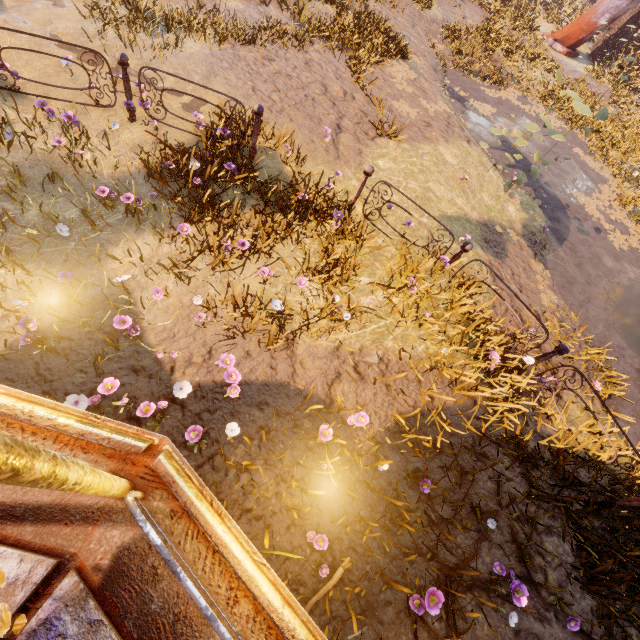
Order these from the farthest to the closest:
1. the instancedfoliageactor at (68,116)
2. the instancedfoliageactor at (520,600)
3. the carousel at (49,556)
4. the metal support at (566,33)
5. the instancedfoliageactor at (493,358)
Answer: the metal support at (566,33) → the instancedfoliageactor at (68,116) → the instancedfoliageactor at (493,358) → the instancedfoliageactor at (520,600) → the carousel at (49,556)

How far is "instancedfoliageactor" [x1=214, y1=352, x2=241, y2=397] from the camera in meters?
3.4 m

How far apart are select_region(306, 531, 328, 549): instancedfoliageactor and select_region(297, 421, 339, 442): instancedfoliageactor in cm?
80

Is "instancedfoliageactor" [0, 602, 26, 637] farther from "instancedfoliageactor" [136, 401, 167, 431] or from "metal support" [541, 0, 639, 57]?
"metal support" [541, 0, 639, 57]

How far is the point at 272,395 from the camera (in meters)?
3.71

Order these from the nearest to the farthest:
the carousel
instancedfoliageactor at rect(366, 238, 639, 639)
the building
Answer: the carousel, instancedfoliageactor at rect(366, 238, 639, 639), the building

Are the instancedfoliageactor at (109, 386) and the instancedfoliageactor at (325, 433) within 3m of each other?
yes

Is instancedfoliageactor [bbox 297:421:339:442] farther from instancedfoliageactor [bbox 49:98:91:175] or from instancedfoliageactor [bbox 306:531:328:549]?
instancedfoliageactor [bbox 49:98:91:175]
